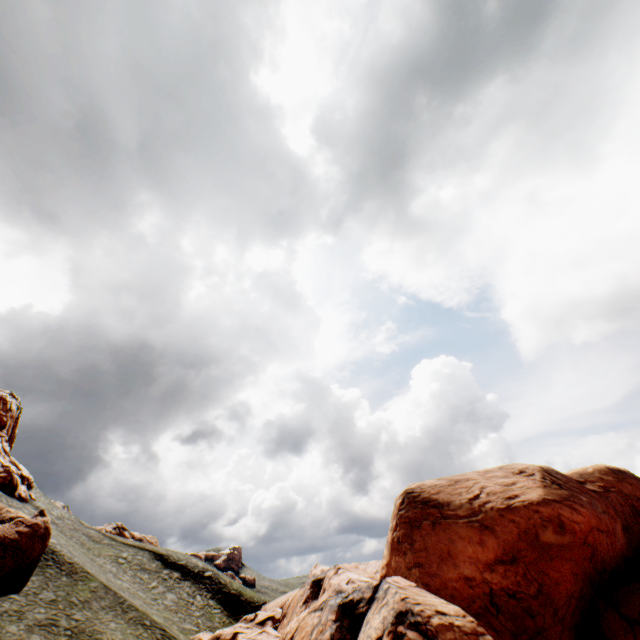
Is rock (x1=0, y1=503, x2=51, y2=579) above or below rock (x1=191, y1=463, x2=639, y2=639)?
above

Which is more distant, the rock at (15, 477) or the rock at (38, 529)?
the rock at (15, 477)

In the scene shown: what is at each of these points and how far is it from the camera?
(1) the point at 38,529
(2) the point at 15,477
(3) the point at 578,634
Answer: (1) rock, 28.2 meters
(2) rock, 41.6 meters
(3) rock, 14.1 meters

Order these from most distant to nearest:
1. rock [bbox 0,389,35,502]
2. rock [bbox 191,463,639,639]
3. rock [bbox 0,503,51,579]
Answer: rock [bbox 0,389,35,502], rock [bbox 0,503,51,579], rock [bbox 191,463,639,639]

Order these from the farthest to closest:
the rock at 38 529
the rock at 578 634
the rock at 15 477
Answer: the rock at 15 477, the rock at 38 529, the rock at 578 634

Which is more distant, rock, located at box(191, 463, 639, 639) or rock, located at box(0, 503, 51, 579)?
rock, located at box(0, 503, 51, 579)
